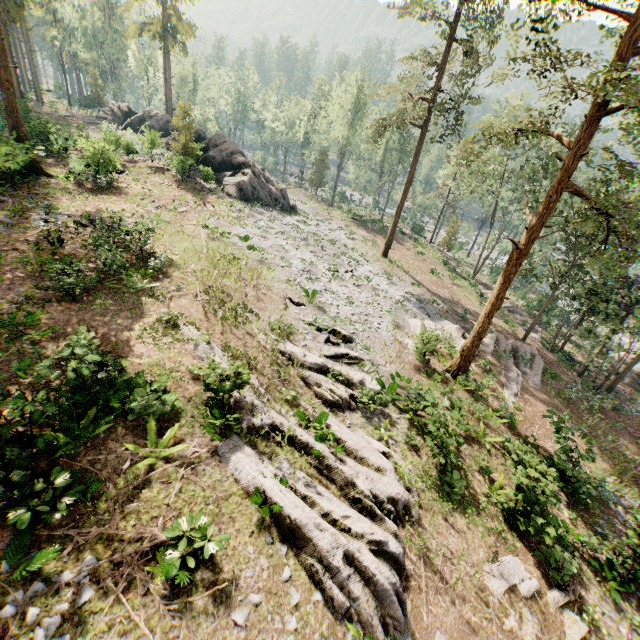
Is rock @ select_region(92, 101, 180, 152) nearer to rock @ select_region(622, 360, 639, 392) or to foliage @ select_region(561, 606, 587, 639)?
foliage @ select_region(561, 606, 587, 639)

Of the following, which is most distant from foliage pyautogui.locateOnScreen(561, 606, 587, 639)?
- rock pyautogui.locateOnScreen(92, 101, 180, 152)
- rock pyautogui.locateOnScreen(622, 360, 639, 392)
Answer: rock pyautogui.locateOnScreen(622, 360, 639, 392)

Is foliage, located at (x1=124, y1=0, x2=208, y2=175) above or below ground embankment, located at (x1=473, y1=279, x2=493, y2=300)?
above

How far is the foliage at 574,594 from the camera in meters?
9.9

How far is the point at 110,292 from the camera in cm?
1385

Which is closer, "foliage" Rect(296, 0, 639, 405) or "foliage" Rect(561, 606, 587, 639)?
"foliage" Rect(561, 606, 587, 639)

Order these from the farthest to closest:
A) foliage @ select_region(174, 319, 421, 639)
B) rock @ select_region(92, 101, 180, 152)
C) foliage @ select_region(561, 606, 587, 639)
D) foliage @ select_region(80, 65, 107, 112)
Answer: foliage @ select_region(80, 65, 107, 112)
rock @ select_region(92, 101, 180, 152)
foliage @ select_region(561, 606, 587, 639)
foliage @ select_region(174, 319, 421, 639)

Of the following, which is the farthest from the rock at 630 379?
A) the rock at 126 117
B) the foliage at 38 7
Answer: the rock at 126 117
